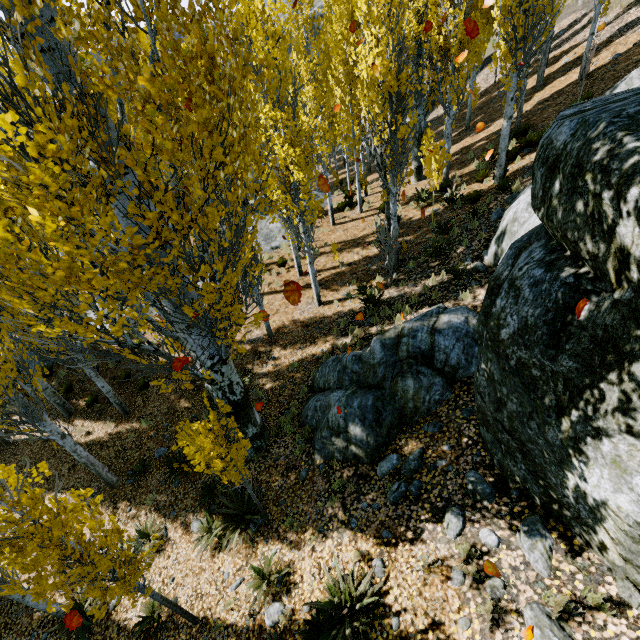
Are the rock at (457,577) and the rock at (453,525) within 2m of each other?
yes

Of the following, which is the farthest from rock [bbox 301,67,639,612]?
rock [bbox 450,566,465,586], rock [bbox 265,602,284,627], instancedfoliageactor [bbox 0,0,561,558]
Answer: rock [bbox 265,602,284,627]

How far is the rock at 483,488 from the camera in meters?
4.9 m

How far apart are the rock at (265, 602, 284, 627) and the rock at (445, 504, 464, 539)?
3.2m

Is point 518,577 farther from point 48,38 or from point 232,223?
point 48,38

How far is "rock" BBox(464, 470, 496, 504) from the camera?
4.9 meters

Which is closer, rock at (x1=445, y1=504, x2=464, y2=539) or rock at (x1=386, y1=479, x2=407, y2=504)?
rock at (x1=445, y1=504, x2=464, y2=539)

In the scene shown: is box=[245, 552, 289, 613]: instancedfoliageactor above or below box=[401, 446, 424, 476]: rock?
below
